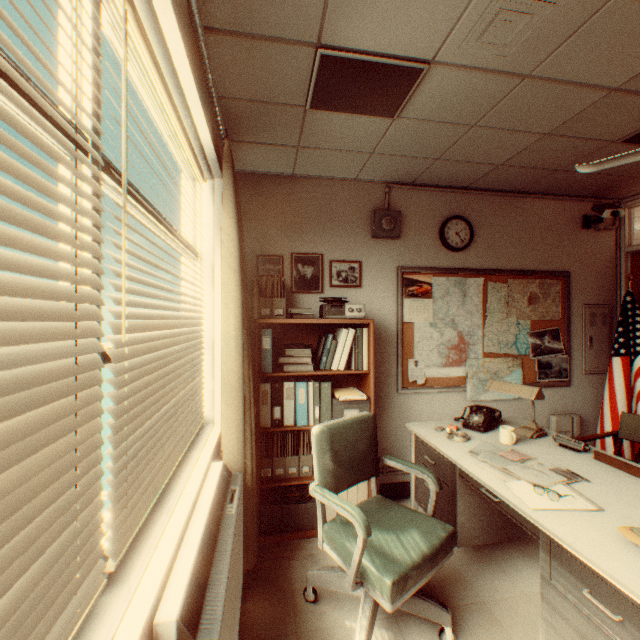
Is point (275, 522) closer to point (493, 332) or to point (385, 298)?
point (385, 298)

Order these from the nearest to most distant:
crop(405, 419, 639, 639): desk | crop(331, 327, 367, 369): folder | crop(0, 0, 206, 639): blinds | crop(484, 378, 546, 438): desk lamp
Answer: crop(0, 0, 206, 639): blinds → crop(405, 419, 639, 639): desk → crop(484, 378, 546, 438): desk lamp → crop(331, 327, 367, 369): folder

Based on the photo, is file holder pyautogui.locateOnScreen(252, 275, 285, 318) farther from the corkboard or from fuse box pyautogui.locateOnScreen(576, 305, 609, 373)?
fuse box pyautogui.locateOnScreen(576, 305, 609, 373)

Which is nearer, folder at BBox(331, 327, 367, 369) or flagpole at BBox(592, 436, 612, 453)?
folder at BBox(331, 327, 367, 369)

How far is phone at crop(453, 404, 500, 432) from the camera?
2.9 meters

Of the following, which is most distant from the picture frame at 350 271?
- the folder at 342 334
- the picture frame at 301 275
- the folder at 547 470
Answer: the folder at 547 470

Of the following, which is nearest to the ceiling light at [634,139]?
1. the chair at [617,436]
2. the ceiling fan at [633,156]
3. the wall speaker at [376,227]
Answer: the ceiling fan at [633,156]

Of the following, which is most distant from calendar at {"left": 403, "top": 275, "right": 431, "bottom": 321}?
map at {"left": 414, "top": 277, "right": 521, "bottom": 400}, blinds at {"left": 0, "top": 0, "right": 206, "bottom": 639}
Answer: blinds at {"left": 0, "top": 0, "right": 206, "bottom": 639}
